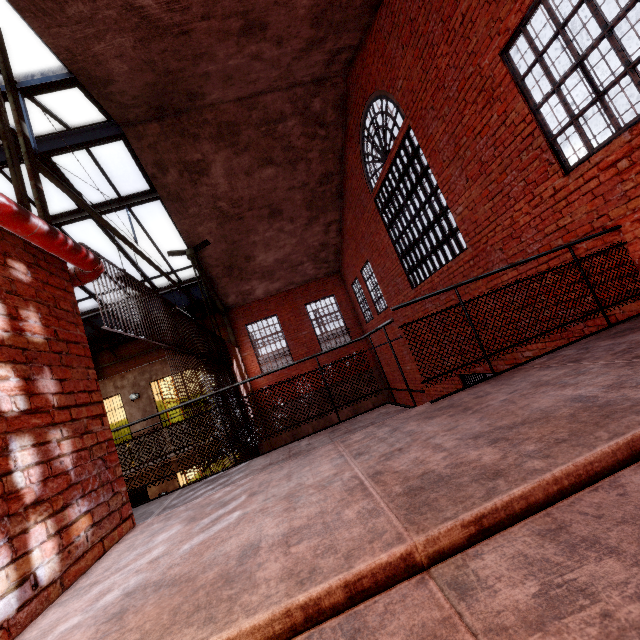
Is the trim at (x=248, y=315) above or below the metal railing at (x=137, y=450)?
above

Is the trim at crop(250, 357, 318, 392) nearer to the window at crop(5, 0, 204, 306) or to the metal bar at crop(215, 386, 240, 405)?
the window at crop(5, 0, 204, 306)

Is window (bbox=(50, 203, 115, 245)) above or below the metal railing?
above

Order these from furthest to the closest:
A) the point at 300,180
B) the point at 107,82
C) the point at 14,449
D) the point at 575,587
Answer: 1. the point at 300,180
2. the point at 107,82
3. the point at 14,449
4. the point at 575,587

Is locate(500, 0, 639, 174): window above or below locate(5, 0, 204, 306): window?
below

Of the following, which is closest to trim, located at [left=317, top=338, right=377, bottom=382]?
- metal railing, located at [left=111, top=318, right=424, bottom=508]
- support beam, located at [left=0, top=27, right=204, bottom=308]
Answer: support beam, located at [left=0, top=27, right=204, bottom=308]

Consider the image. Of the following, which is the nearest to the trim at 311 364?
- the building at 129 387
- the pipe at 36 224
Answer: the building at 129 387
